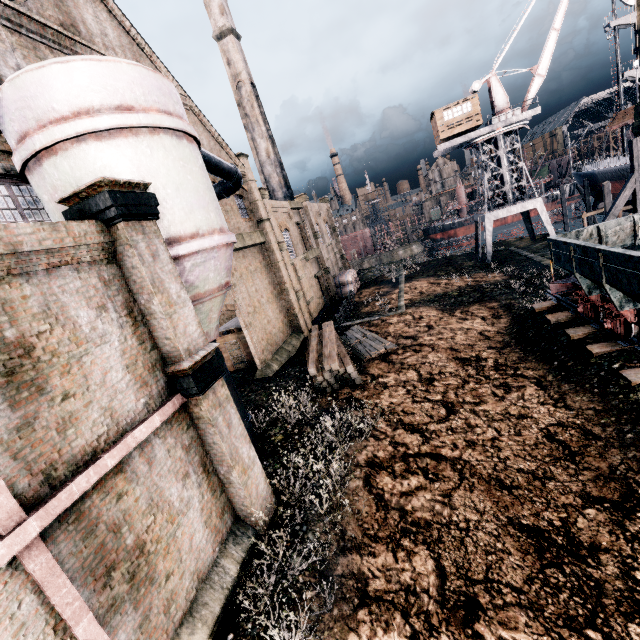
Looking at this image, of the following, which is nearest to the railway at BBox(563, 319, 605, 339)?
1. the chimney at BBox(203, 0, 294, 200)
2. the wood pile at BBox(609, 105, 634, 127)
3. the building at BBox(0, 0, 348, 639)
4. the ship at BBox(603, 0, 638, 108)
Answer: the building at BBox(0, 0, 348, 639)

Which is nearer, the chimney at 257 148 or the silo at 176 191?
the silo at 176 191

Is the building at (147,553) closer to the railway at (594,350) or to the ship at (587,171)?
the railway at (594,350)

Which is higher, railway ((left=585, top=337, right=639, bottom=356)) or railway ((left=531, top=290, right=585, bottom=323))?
railway ((left=531, top=290, right=585, bottom=323))

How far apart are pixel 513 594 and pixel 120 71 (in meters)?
15.49

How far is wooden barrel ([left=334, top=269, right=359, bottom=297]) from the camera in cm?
4072

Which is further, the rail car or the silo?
the rail car

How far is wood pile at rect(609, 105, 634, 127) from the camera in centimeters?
3388cm
